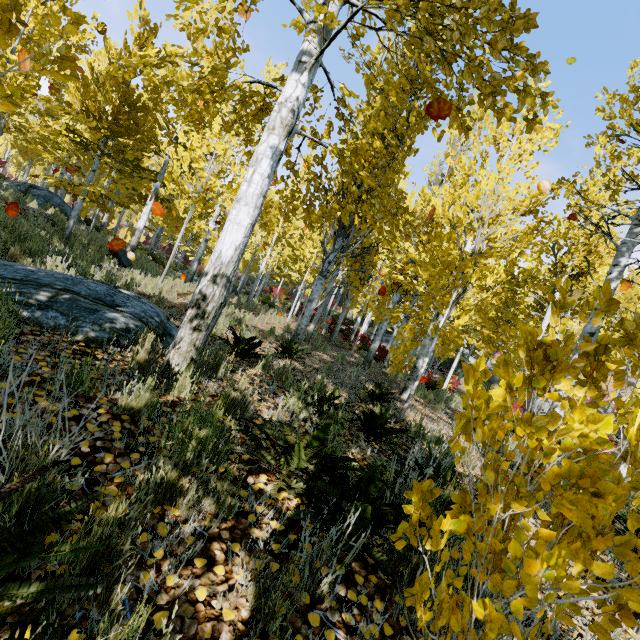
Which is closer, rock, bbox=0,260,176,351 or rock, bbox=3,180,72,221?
rock, bbox=0,260,176,351

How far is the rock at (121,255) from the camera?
13.14m

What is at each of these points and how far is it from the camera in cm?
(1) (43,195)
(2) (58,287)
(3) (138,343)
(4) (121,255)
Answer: (1) rock, 1309
(2) rock, 329
(3) instancedfoliageactor, 339
(4) rock, 1342

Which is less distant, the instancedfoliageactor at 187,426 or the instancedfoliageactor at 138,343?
the instancedfoliageactor at 187,426

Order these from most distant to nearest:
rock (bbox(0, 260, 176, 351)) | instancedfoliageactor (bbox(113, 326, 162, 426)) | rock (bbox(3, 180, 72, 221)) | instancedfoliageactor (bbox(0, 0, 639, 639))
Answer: Answer: rock (bbox(3, 180, 72, 221)) < rock (bbox(0, 260, 176, 351)) < instancedfoliageactor (bbox(113, 326, 162, 426)) < instancedfoliageactor (bbox(0, 0, 639, 639))

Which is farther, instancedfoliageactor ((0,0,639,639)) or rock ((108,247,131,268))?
rock ((108,247,131,268))

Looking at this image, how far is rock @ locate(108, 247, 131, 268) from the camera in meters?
13.1 m
